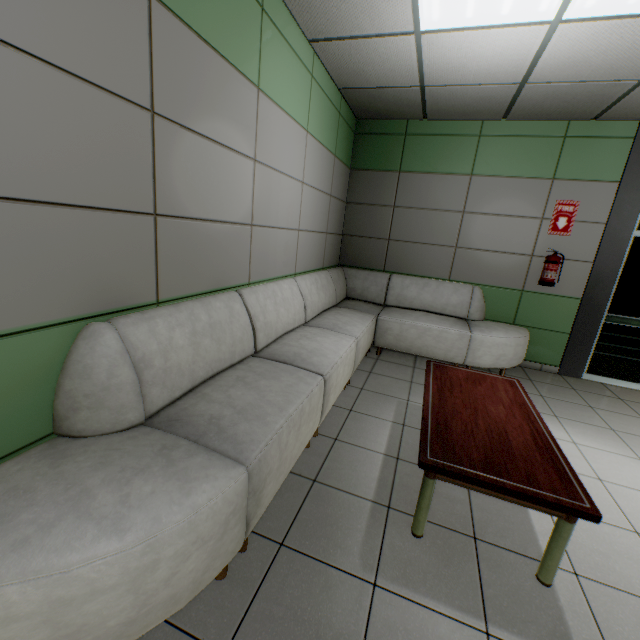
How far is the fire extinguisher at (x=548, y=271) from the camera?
4.2m

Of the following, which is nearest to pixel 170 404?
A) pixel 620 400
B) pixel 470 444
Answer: pixel 470 444

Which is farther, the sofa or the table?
the table

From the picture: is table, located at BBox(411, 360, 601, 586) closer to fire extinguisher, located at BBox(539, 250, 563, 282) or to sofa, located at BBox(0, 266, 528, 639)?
sofa, located at BBox(0, 266, 528, 639)

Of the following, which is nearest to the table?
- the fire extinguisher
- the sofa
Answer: the sofa

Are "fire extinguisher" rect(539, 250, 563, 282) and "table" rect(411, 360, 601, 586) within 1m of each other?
no

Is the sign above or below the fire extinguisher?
above

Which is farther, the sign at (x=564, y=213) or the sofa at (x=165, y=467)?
the sign at (x=564, y=213)
